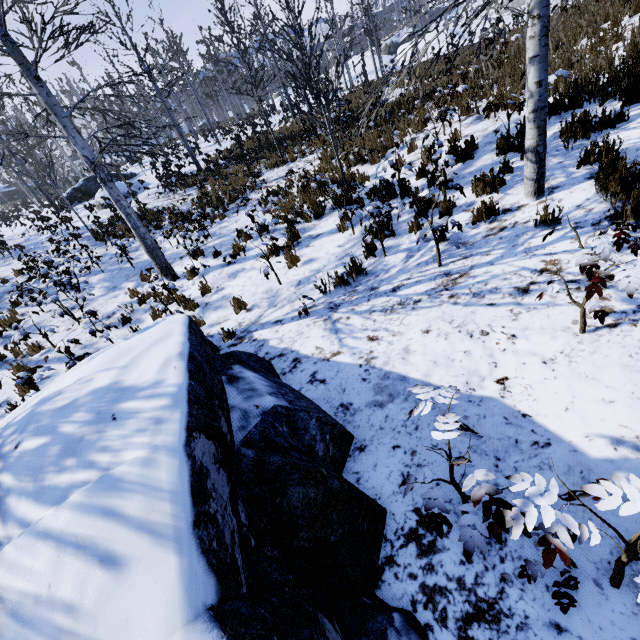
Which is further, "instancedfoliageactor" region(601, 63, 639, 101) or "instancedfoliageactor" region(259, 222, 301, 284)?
"instancedfoliageactor" region(259, 222, 301, 284)

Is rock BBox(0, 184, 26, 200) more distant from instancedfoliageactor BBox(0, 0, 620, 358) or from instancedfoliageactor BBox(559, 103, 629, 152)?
A: instancedfoliageactor BBox(559, 103, 629, 152)

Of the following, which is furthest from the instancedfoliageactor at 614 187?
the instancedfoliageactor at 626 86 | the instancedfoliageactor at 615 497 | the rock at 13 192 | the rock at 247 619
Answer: the rock at 13 192

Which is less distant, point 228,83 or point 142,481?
point 142,481

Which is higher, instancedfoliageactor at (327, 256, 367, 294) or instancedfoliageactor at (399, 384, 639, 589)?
instancedfoliageactor at (399, 384, 639, 589)

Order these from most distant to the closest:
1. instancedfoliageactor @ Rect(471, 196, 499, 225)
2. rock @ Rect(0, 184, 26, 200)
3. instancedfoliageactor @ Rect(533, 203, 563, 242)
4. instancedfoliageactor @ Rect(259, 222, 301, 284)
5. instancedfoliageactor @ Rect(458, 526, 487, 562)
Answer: rock @ Rect(0, 184, 26, 200) → instancedfoliageactor @ Rect(259, 222, 301, 284) → instancedfoliageactor @ Rect(471, 196, 499, 225) → instancedfoliageactor @ Rect(533, 203, 563, 242) → instancedfoliageactor @ Rect(458, 526, 487, 562)

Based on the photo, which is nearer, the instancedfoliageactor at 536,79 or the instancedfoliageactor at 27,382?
the instancedfoliageactor at 536,79
